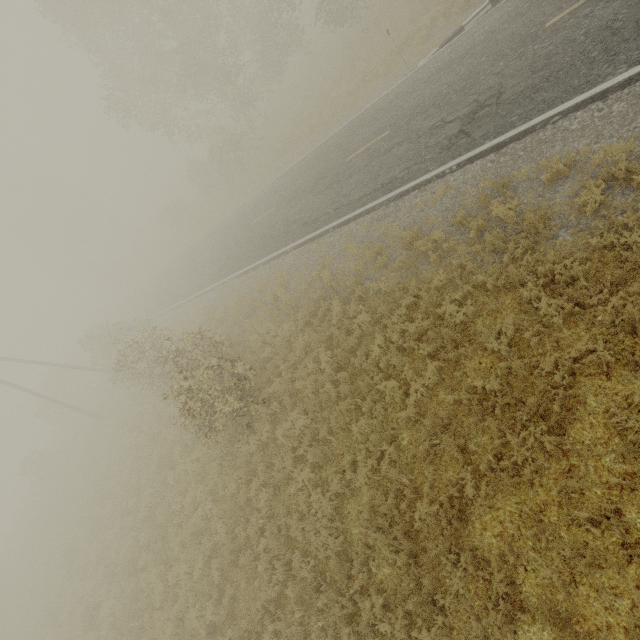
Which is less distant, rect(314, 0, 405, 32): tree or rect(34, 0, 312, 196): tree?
rect(314, 0, 405, 32): tree

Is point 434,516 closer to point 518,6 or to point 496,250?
point 496,250

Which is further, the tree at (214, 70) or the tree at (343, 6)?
the tree at (214, 70)
